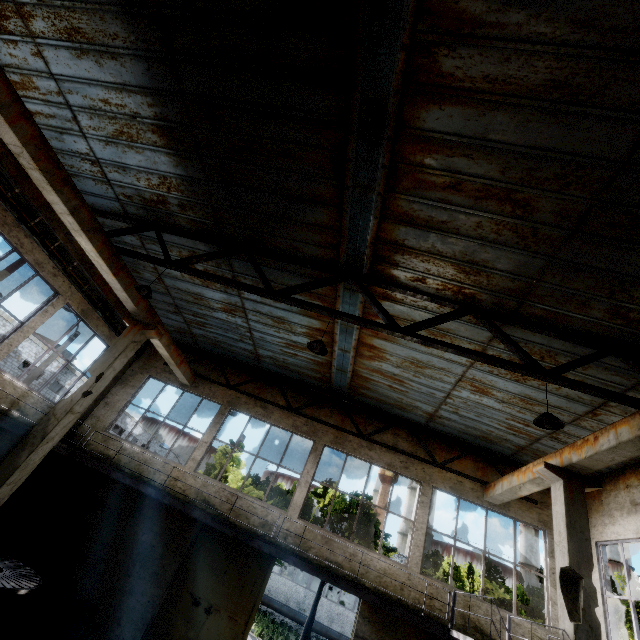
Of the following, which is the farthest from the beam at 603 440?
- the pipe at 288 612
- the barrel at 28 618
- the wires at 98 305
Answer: the pipe at 288 612

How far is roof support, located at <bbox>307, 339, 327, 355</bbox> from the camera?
6.49m

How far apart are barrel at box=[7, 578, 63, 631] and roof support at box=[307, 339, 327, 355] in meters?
10.5

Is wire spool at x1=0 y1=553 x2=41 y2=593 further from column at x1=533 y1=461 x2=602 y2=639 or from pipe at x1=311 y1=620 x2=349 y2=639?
pipe at x1=311 y1=620 x2=349 y2=639

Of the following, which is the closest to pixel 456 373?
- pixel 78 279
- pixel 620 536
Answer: pixel 620 536

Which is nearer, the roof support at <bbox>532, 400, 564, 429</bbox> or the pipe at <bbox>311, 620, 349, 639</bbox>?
the roof support at <bbox>532, 400, 564, 429</bbox>

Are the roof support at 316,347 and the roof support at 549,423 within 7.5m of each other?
yes

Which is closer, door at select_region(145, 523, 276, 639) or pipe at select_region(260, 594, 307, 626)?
door at select_region(145, 523, 276, 639)
